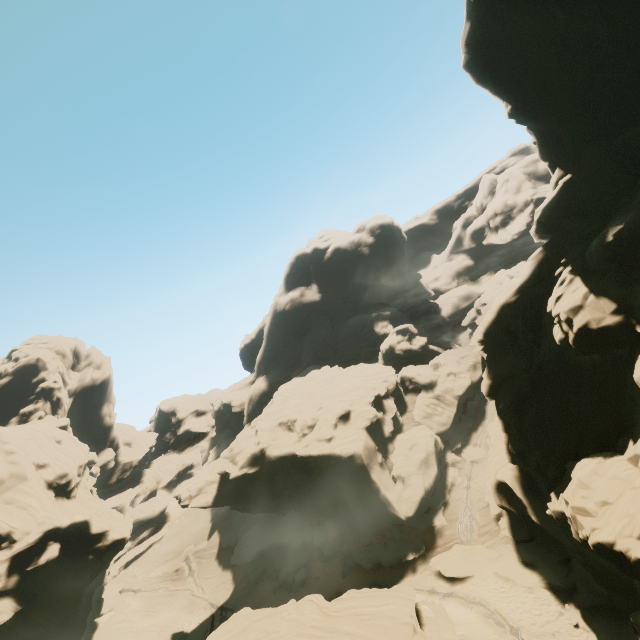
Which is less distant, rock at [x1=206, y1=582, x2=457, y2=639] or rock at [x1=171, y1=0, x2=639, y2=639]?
rock at [x1=171, y1=0, x2=639, y2=639]

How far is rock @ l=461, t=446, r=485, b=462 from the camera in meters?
37.9 m

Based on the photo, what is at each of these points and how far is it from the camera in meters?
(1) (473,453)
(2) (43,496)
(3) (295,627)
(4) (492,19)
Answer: (1) rock, 38.6
(2) rock, 39.8
(3) rock, 19.6
(4) rock, 17.5

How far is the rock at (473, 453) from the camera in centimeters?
3791cm

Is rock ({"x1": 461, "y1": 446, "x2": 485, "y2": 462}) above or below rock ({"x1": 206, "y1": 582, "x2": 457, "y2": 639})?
below

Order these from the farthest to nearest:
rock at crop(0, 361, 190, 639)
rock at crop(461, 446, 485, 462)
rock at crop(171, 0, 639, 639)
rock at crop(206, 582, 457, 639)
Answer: rock at crop(461, 446, 485, 462), rock at crop(0, 361, 190, 639), rock at crop(206, 582, 457, 639), rock at crop(171, 0, 639, 639)

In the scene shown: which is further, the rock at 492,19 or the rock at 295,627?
the rock at 295,627
